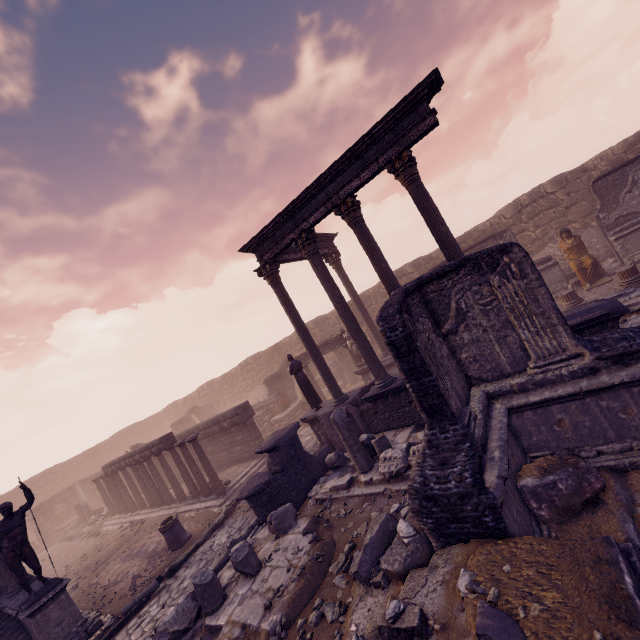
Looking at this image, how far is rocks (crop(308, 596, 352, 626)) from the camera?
4.8m

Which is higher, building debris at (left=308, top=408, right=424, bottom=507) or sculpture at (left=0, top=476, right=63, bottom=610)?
sculpture at (left=0, top=476, right=63, bottom=610)

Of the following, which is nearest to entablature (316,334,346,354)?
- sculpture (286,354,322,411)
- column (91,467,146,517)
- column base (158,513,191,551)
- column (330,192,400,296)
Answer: sculpture (286,354,322,411)

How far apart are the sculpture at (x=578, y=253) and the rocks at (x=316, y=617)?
12.86m

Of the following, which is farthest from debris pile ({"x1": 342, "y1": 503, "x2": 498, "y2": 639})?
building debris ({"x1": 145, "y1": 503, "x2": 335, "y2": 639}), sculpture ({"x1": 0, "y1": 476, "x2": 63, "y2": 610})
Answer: sculpture ({"x1": 0, "y1": 476, "x2": 63, "y2": 610})

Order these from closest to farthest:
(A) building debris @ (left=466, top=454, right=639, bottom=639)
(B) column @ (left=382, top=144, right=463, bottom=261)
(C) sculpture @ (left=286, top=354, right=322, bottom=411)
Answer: (A) building debris @ (left=466, top=454, right=639, bottom=639) → (B) column @ (left=382, top=144, right=463, bottom=261) → (C) sculpture @ (left=286, top=354, right=322, bottom=411)

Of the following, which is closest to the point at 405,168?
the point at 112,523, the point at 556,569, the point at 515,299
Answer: the point at 515,299

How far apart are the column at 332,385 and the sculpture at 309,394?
0.58m
